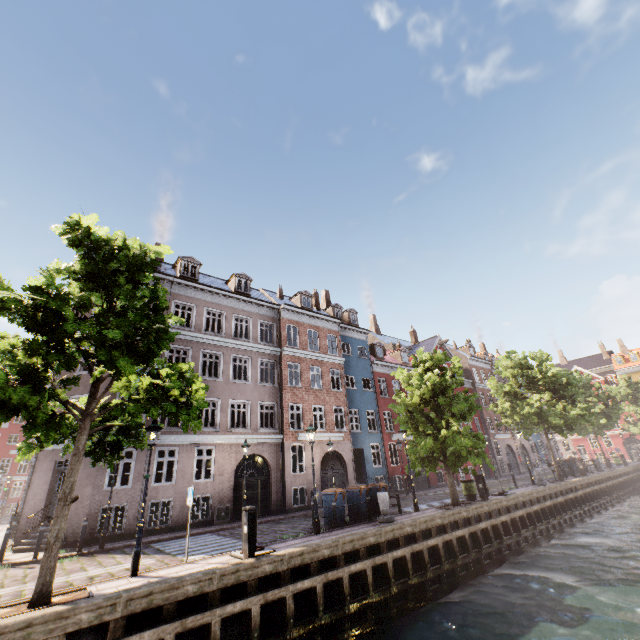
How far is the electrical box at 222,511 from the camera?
16.7m

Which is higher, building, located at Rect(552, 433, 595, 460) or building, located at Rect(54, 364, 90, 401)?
building, located at Rect(54, 364, 90, 401)

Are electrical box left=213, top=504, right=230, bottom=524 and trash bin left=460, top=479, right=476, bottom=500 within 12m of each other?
no

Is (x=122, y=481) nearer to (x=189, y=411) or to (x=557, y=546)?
(x=189, y=411)

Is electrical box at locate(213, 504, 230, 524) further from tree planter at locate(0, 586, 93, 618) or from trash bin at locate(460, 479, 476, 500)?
trash bin at locate(460, 479, 476, 500)

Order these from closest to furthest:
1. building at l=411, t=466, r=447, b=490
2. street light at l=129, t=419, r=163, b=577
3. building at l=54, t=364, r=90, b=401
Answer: street light at l=129, t=419, r=163, b=577, building at l=54, t=364, r=90, b=401, building at l=411, t=466, r=447, b=490

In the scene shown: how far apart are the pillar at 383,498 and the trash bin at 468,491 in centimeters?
702cm

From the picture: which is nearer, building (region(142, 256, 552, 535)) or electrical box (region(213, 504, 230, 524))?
electrical box (region(213, 504, 230, 524))
